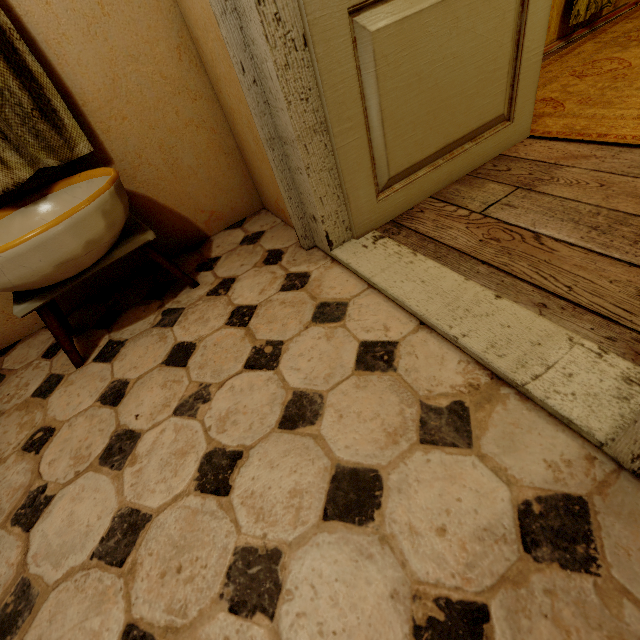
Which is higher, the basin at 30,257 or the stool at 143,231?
the basin at 30,257

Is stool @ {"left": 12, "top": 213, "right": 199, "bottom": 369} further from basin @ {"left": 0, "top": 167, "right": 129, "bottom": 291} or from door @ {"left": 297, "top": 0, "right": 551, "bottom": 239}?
door @ {"left": 297, "top": 0, "right": 551, "bottom": 239}

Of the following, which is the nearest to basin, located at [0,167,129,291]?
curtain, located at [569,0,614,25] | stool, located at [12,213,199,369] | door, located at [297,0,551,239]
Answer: stool, located at [12,213,199,369]

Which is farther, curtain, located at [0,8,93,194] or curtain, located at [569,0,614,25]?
curtain, located at [569,0,614,25]

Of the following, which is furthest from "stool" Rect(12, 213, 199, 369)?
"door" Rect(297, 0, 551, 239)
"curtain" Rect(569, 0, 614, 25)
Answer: "curtain" Rect(569, 0, 614, 25)

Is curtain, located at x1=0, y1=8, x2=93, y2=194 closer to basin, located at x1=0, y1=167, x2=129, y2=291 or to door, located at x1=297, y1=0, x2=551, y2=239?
basin, located at x1=0, y1=167, x2=129, y2=291

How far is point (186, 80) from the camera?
1.5 meters

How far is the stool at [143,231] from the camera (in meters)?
1.21
